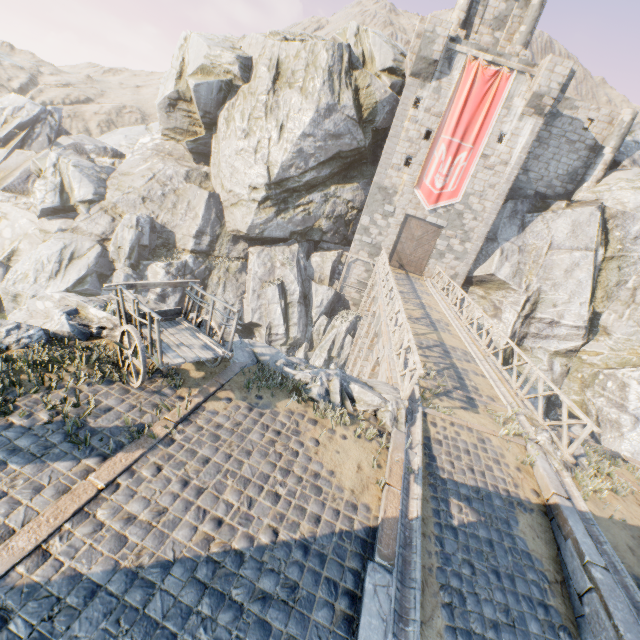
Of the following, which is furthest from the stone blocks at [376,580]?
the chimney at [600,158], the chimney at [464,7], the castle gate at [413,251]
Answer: the chimney at [464,7]

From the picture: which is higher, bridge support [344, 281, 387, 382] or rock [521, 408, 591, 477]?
rock [521, 408, 591, 477]

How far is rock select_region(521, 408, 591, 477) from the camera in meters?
7.9

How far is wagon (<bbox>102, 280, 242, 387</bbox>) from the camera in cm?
570

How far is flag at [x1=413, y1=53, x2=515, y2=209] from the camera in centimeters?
1981cm

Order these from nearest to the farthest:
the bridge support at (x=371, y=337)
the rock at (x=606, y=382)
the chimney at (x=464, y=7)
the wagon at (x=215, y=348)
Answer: the wagon at (x=215, y=348), the bridge support at (x=371, y=337), the rock at (x=606, y=382), the chimney at (x=464, y=7)

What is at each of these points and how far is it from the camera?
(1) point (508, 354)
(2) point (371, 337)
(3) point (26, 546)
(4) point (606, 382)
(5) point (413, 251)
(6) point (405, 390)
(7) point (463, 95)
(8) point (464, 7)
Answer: (1) rock, 23.00m
(2) bridge support, 17.11m
(3) stone blocks, 3.57m
(4) rock, 19.39m
(5) castle gate, 24.56m
(6) wooden fence, 8.16m
(7) flag, 20.20m
(8) chimney, 22.42m
